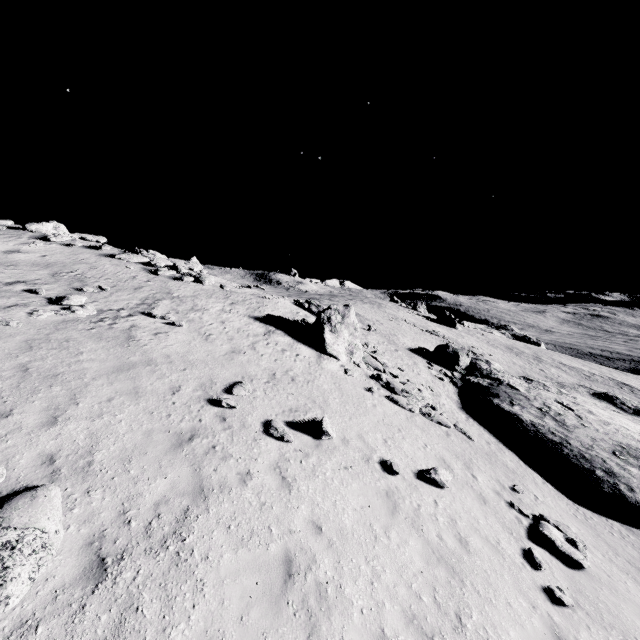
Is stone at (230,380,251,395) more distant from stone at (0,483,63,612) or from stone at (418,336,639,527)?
stone at (418,336,639,527)

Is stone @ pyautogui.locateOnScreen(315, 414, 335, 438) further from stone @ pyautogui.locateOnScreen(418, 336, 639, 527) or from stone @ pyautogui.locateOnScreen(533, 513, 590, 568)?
stone @ pyautogui.locateOnScreen(533, 513, 590, 568)

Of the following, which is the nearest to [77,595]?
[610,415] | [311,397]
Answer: [311,397]

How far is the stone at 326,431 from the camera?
10.7m

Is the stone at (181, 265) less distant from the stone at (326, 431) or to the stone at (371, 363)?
the stone at (371, 363)

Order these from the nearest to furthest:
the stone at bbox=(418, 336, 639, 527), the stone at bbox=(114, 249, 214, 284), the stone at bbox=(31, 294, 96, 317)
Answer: the stone at bbox=(31, 294, 96, 317) → the stone at bbox=(418, 336, 639, 527) → the stone at bbox=(114, 249, 214, 284)

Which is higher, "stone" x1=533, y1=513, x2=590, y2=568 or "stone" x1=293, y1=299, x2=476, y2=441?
"stone" x1=293, y1=299, x2=476, y2=441

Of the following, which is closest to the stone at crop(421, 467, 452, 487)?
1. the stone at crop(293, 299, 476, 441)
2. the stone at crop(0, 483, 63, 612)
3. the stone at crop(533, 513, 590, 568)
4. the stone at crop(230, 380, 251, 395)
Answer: the stone at crop(533, 513, 590, 568)
